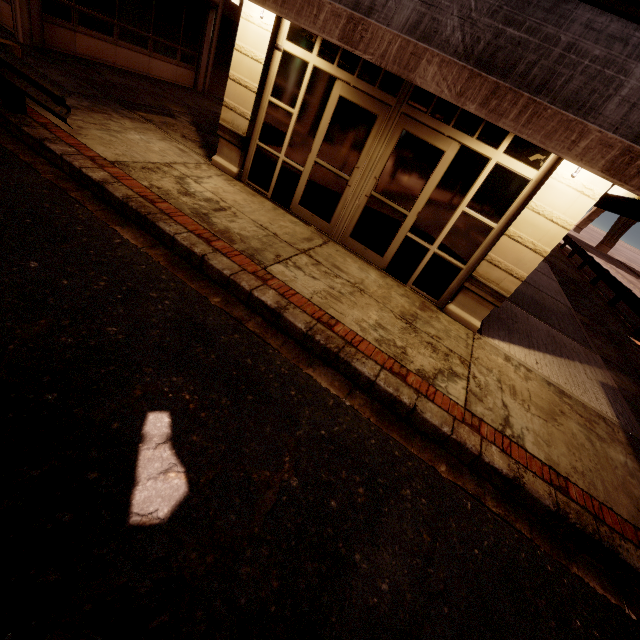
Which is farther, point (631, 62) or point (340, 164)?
point (340, 164)

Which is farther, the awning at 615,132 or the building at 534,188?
the building at 534,188

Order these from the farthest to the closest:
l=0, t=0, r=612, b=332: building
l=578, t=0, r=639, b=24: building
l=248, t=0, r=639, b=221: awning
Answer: l=0, t=0, r=612, b=332: building
l=578, t=0, r=639, b=24: building
l=248, t=0, r=639, b=221: awning

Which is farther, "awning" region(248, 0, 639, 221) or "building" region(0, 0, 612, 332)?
"building" region(0, 0, 612, 332)

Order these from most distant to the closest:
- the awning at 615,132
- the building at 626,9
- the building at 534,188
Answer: →
the building at 534,188
the building at 626,9
the awning at 615,132

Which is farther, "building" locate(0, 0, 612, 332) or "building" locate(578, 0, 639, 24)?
"building" locate(0, 0, 612, 332)

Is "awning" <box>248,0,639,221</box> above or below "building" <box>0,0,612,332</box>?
above
